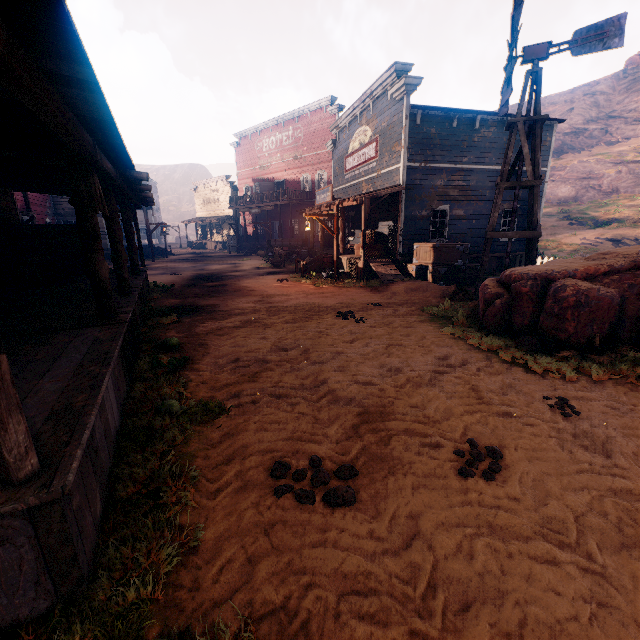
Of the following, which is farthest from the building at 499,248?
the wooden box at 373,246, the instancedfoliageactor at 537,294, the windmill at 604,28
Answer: the instancedfoliageactor at 537,294

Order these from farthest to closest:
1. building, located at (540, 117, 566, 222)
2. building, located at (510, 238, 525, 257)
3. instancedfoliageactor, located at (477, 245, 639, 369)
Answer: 1. building, located at (510, 238, 525, 257)
2. building, located at (540, 117, 566, 222)
3. instancedfoliageactor, located at (477, 245, 639, 369)

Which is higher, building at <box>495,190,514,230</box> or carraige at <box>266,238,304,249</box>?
building at <box>495,190,514,230</box>

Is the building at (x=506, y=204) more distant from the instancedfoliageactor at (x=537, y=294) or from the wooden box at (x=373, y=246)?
the instancedfoliageactor at (x=537, y=294)

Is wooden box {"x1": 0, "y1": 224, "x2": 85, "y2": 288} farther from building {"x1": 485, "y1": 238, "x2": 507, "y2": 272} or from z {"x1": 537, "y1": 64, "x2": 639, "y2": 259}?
z {"x1": 537, "y1": 64, "x2": 639, "y2": 259}

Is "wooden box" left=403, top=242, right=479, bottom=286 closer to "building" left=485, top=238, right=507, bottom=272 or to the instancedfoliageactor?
"building" left=485, top=238, right=507, bottom=272

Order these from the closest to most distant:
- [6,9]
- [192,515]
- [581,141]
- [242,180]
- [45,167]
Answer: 1. [6,9]
2. [192,515]
3. [45,167]
4. [242,180]
5. [581,141]

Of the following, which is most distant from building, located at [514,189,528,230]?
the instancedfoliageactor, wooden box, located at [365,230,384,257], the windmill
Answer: the instancedfoliageactor
